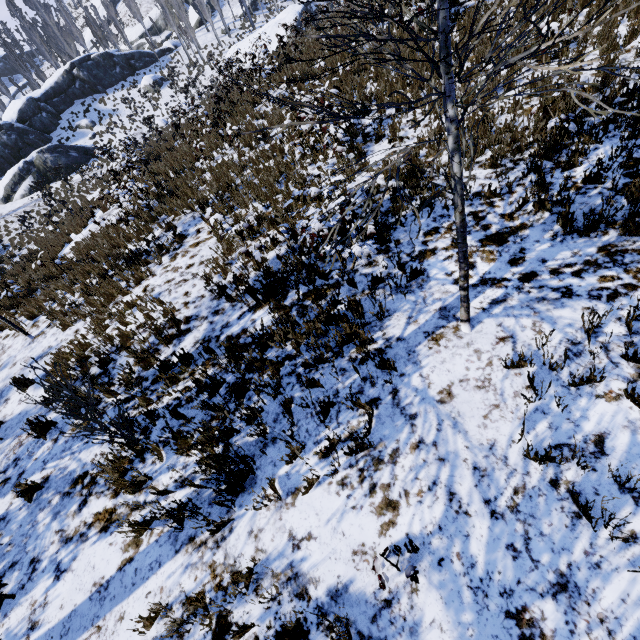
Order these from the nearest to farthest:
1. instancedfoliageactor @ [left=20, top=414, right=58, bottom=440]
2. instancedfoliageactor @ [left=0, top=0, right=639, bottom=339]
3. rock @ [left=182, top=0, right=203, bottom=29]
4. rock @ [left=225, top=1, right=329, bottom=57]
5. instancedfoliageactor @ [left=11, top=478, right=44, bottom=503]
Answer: instancedfoliageactor @ [left=0, top=0, right=639, bottom=339]
instancedfoliageactor @ [left=11, top=478, right=44, bottom=503]
instancedfoliageactor @ [left=20, top=414, right=58, bottom=440]
rock @ [left=225, top=1, right=329, bottom=57]
rock @ [left=182, top=0, right=203, bottom=29]

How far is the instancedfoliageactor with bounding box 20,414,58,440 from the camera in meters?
5.3 m

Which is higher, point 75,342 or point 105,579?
point 75,342

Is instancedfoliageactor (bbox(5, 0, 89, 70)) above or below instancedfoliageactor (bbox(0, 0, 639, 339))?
above

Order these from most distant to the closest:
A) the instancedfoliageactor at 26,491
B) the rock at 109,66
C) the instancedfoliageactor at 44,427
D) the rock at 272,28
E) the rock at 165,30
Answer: the rock at 165,30, the rock at 272,28, the rock at 109,66, the instancedfoliageactor at 44,427, the instancedfoliageactor at 26,491

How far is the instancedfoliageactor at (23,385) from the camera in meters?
3.8 m

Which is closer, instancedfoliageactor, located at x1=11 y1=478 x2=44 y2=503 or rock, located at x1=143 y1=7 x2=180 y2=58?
instancedfoliageactor, located at x1=11 y1=478 x2=44 y2=503

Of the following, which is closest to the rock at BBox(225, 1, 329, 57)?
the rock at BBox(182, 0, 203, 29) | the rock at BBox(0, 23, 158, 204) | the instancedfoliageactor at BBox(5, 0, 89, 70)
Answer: the instancedfoliageactor at BBox(5, 0, 89, 70)
